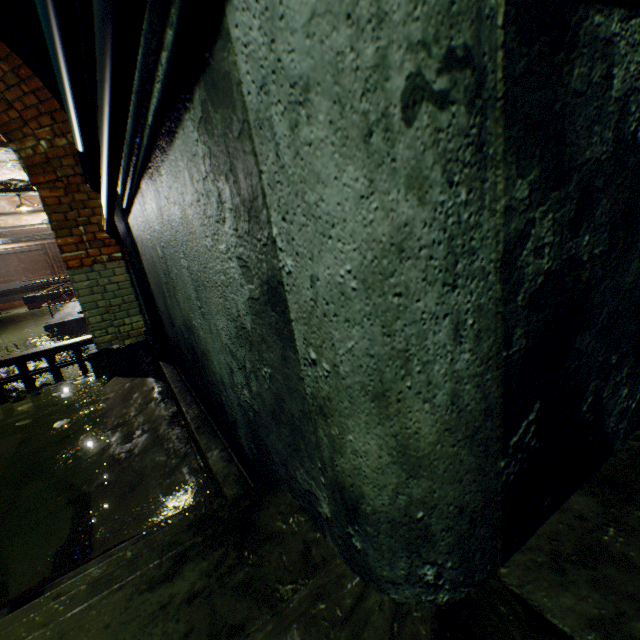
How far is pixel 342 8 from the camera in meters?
0.3

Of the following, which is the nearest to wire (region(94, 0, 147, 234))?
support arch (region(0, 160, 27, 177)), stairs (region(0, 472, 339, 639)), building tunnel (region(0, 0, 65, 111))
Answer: building tunnel (region(0, 0, 65, 111))

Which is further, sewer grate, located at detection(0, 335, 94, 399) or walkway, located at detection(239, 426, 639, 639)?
sewer grate, located at detection(0, 335, 94, 399)

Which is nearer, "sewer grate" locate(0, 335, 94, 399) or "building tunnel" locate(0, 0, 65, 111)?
"building tunnel" locate(0, 0, 65, 111)

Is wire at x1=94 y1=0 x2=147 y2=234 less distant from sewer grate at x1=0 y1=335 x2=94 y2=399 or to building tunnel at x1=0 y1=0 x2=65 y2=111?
building tunnel at x1=0 y1=0 x2=65 y2=111

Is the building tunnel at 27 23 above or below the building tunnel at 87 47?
above

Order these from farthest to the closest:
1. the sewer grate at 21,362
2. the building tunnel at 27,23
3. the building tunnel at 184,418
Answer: the sewer grate at 21,362
the building tunnel at 27,23
the building tunnel at 184,418

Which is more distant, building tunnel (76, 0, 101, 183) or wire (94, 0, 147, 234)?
building tunnel (76, 0, 101, 183)
